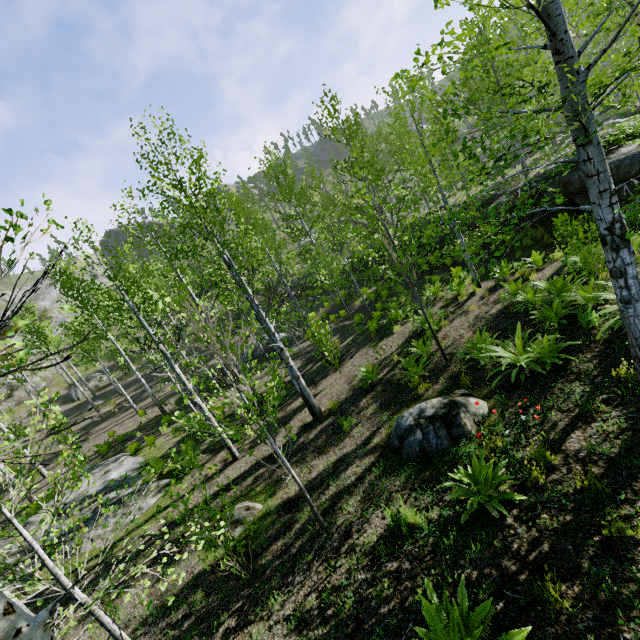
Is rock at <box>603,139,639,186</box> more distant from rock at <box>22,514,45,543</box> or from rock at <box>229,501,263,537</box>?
rock at <box>22,514,45,543</box>

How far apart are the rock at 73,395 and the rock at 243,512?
30.2m

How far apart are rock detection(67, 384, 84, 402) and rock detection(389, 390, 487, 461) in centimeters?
3346cm

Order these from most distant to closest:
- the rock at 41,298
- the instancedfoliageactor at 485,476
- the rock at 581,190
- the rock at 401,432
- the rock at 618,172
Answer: the rock at 41,298, the rock at 581,190, the rock at 618,172, the rock at 401,432, the instancedfoliageactor at 485,476

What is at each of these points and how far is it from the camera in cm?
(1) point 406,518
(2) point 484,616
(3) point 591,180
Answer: (1) instancedfoliageactor, 485
(2) instancedfoliageactor, 289
(3) instancedfoliageactor, 351

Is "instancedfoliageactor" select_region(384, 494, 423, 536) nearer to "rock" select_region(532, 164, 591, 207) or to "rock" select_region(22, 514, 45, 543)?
"rock" select_region(532, 164, 591, 207)

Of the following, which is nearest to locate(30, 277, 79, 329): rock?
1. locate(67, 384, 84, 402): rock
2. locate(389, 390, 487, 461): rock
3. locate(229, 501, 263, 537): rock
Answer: locate(67, 384, 84, 402): rock

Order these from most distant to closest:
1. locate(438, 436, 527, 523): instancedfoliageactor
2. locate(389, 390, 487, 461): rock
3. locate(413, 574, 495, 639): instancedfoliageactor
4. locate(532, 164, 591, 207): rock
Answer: locate(532, 164, 591, 207): rock
locate(389, 390, 487, 461): rock
locate(438, 436, 527, 523): instancedfoliageactor
locate(413, 574, 495, 639): instancedfoliageactor
